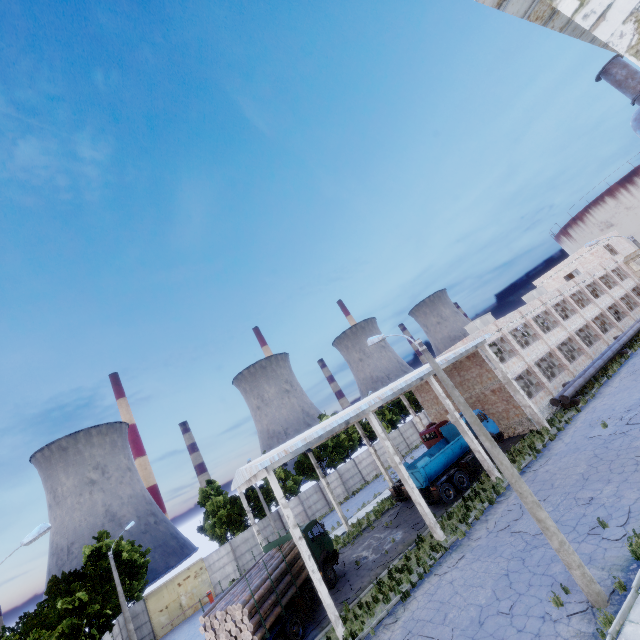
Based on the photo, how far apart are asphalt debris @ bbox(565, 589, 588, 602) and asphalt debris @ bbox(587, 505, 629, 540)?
1.7m

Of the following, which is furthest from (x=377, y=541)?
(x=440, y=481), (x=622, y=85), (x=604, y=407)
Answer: (x=622, y=85)

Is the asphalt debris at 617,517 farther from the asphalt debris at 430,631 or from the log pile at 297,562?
the log pile at 297,562

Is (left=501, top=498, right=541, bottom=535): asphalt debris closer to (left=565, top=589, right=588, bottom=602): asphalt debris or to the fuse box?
(left=565, top=589, right=588, bottom=602): asphalt debris

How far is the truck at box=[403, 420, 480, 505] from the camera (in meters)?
21.89

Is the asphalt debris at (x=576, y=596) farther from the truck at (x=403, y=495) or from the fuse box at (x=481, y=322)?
the fuse box at (x=481, y=322)

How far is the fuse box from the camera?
36.3m

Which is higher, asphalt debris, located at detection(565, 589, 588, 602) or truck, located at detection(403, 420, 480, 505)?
truck, located at detection(403, 420, 480, 505)
